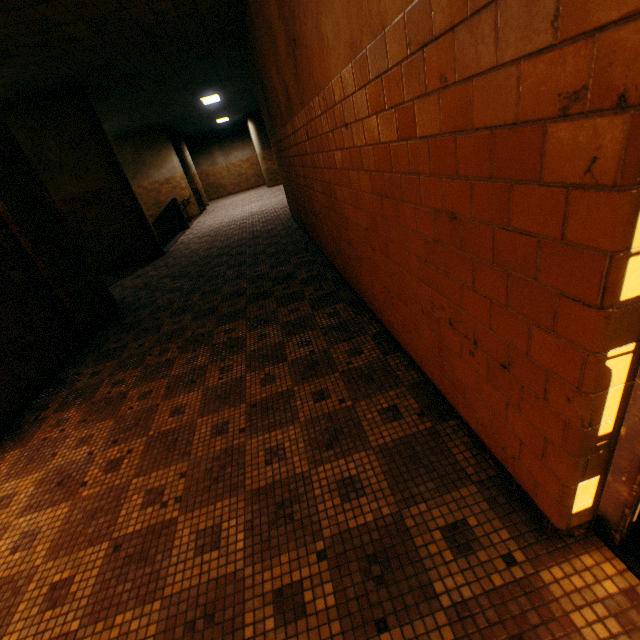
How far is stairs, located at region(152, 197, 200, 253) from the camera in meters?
11.7

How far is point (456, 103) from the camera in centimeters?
110cm

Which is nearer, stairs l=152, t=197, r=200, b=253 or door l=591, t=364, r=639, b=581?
door l=591, t=364, r=639, b=581

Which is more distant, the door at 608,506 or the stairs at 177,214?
the stairs at 177,214

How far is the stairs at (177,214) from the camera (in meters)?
11.73
